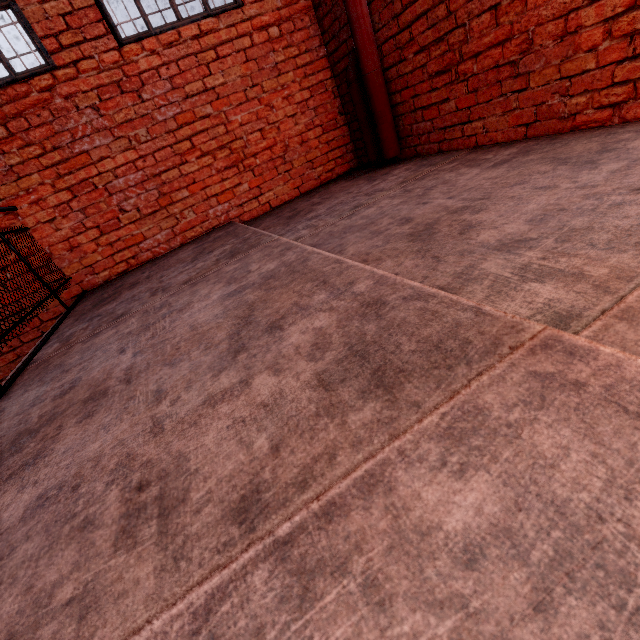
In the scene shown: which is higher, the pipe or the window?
the window

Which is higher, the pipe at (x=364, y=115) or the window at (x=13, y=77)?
the window at (x=13, y=77)

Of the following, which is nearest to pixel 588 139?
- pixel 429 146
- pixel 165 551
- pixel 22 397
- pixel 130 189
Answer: pixel 429 146
